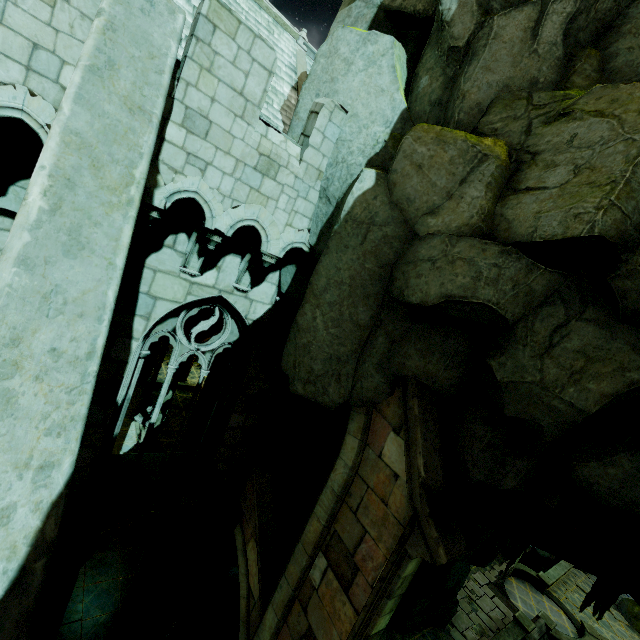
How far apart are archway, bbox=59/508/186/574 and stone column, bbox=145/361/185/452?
7.9m

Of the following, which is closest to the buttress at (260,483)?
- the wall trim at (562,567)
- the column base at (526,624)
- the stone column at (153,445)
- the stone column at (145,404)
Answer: the stone column at (153,445)

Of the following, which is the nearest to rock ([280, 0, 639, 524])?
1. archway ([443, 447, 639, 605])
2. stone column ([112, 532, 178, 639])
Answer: archway ([443, 447, 639, 605])

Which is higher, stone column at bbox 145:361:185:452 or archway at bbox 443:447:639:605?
archway at bbox 443:447:639:605

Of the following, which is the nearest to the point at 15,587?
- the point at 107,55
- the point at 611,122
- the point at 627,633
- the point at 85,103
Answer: the point at 85,103

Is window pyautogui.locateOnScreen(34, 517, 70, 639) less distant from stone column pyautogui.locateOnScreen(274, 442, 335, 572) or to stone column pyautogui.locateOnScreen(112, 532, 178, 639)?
stone column pyautogui.locateOnScreen(112, 532, 178, 639)

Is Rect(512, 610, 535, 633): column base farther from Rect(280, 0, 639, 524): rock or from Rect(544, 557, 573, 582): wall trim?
Rect(544, 557, 573, 582): wall trim

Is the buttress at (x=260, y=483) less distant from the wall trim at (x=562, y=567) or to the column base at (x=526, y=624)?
the column base at (x=526, y=624)
